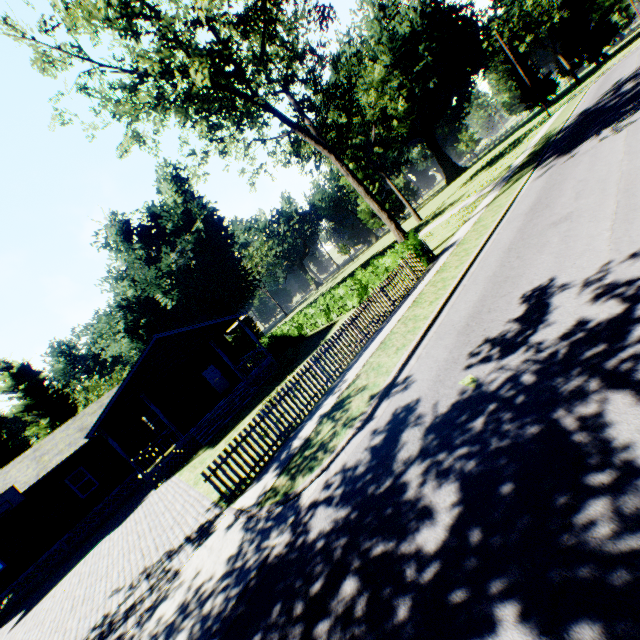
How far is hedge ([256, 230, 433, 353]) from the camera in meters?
16.8

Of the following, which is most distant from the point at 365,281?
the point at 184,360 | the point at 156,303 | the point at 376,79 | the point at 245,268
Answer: the point at 376,79

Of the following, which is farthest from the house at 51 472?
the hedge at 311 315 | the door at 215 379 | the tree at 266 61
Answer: Answer: the tree at 266 61

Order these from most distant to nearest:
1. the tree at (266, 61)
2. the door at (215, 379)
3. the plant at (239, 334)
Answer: the plant at (239, 334) → the door at (215, 379) → the tree at (266, 61)

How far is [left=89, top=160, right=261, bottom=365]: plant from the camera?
32.84m

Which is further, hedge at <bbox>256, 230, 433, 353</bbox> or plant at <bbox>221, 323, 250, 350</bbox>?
plant at <bbox>221, 323, 250, 350</bbox>

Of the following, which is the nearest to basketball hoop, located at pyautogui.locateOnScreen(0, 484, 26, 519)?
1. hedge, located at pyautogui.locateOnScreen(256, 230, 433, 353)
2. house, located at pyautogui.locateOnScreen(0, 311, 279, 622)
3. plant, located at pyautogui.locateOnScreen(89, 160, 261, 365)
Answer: house, located at pyautogui.locateOnScreen(0, 311, 279, 622)

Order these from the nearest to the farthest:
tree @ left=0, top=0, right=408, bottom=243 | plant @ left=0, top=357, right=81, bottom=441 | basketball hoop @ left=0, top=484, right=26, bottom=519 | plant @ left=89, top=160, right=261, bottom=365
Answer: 1. tree @ left=0, top=0, right=408, bottom=243
2. basketball hoop @ left=0, top=484, right=26, bottom=519
3. plant @ left=89, top=160, right=261, bottom=365
4. plant @ left=0, top=357, right=81, bottom=441
